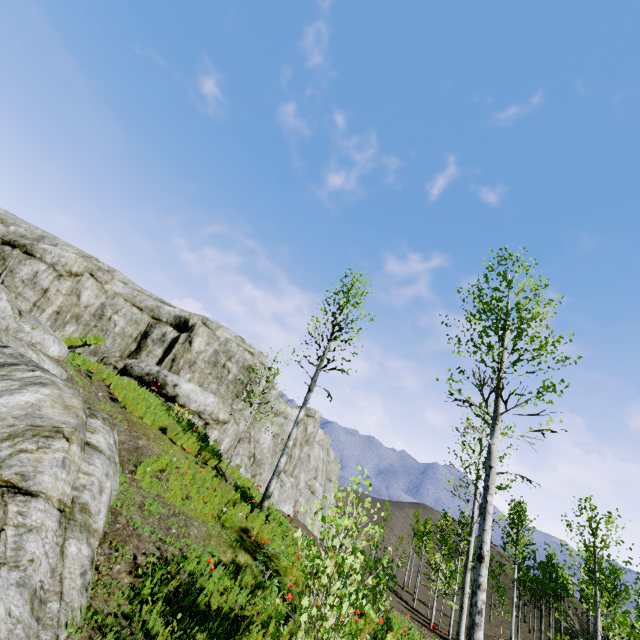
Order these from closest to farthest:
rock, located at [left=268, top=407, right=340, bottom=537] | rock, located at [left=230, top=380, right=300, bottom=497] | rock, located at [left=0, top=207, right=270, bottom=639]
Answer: rock, located at [left=0, top=207, right=270, bottom=639], rock, located at [left=230, top=380, right=300, bottom=497], rock, located at [left=268, top=407, right=340, bottom=537]

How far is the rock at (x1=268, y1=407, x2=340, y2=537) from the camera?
23.6m

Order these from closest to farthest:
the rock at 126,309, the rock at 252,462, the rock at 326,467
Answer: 1. the rock at 126,309
2. the rock at 252,462
3. the rock at 326,467

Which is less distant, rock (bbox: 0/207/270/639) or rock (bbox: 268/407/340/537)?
rock (bbox: 0/207/270/639)

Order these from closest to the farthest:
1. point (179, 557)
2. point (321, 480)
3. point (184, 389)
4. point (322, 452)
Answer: point (179, 557)
point (184, 389)
point (321, 480)
point (322, 452)

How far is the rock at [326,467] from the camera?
23.64m
